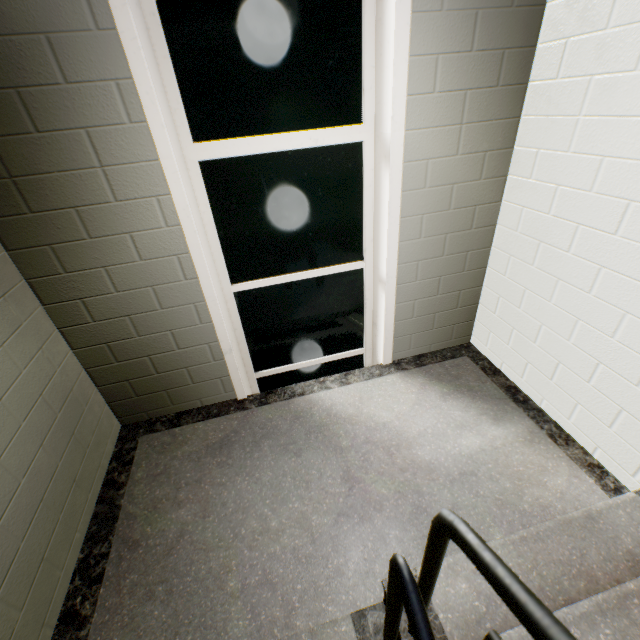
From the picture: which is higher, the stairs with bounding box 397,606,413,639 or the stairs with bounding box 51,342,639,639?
the stairs with bounding box 397,606,413,639

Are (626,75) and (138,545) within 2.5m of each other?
no

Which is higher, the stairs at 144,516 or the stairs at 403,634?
the stairs at 403,634
